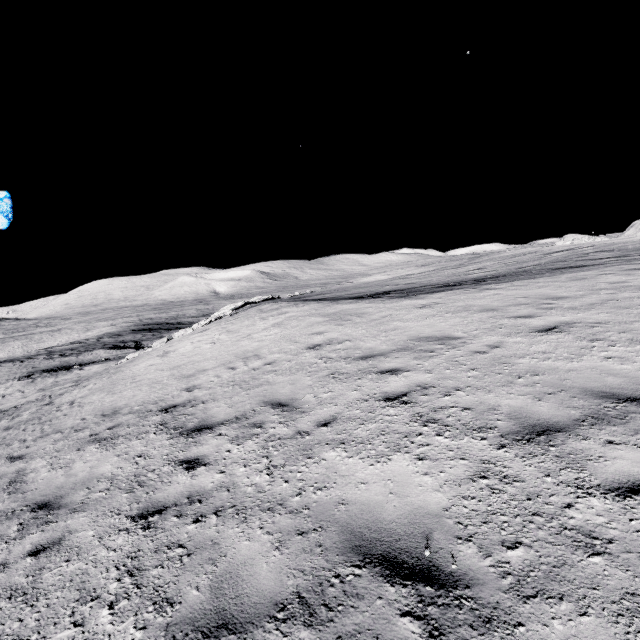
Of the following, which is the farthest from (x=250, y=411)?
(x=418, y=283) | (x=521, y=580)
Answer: (x=418, y=283)
